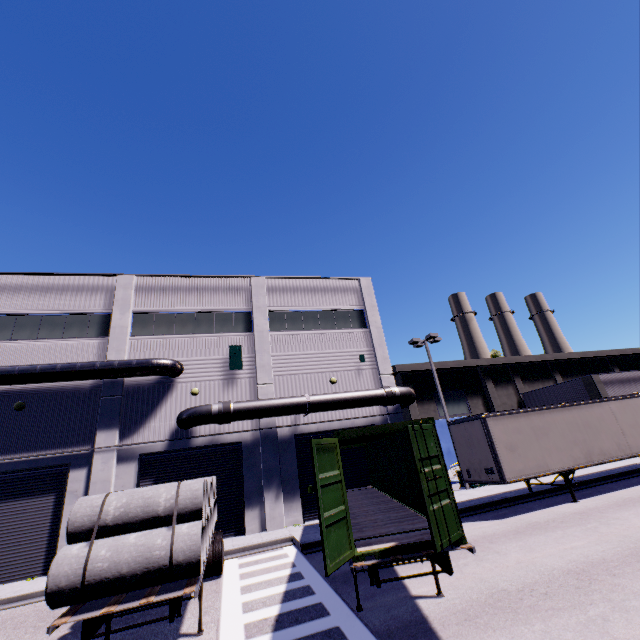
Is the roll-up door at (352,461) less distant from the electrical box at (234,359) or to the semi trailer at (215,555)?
the semi trailer at (215,555)

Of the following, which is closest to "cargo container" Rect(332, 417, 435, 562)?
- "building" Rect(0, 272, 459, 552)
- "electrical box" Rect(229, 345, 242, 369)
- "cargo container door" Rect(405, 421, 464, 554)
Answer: "cargo container door" Rect(405, 421, 464, 554)

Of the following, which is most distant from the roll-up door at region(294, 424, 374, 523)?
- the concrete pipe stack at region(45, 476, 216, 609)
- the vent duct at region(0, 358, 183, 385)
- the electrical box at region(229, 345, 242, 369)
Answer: the electrical box at region(229, 345, 242, 369)

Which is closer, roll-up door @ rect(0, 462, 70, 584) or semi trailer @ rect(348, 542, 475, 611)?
semi trailer @ rect(348, 542, 475, 611)

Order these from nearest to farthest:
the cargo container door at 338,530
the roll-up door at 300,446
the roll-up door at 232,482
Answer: the cargo container door at 338,530
the roll-up door at 232,482
the roll-up door at 300,446

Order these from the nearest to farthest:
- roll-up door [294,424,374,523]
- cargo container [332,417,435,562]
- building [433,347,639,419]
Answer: cargo container [332,417,435,562]
roll-up door [294,424,374,523]
building [433,347,639,419]

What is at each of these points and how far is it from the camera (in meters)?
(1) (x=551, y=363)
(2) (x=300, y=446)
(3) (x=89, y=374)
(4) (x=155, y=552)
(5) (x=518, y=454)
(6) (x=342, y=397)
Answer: (1) building, 38.56
(2) roll-up door, 18.53
(3) vent duct, 16.20
(4) concrete pipe stack, 5.60
(5) semi trailer, 13.82
(6) pipe, 18.50

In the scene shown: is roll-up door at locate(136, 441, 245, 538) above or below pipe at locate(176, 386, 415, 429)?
below
